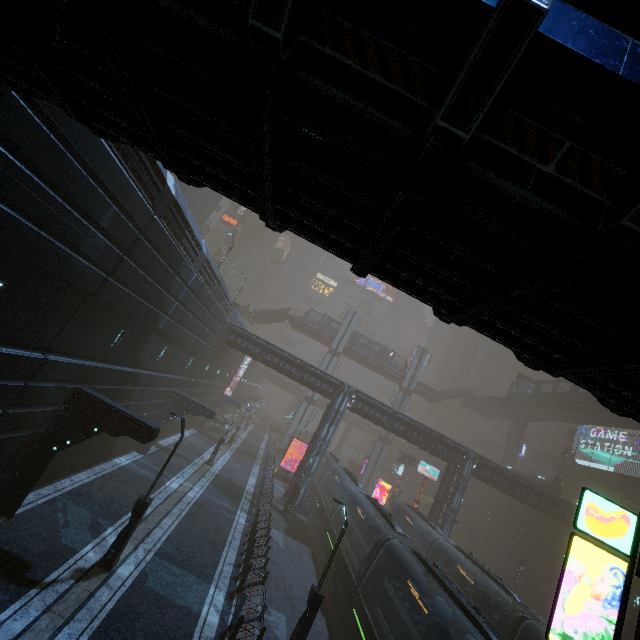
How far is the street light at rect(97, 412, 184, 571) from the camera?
11.6 meters

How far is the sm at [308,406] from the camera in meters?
51.0 m

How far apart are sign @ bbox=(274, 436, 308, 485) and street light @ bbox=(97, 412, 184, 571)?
24.97m

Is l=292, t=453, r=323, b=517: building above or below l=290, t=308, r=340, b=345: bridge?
below

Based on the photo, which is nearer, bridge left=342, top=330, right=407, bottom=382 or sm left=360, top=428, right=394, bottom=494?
sm left=360, top=428, right=394, bottom=494

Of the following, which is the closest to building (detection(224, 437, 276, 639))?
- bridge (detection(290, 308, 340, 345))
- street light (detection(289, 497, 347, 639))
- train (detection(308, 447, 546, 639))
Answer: street light (detection(289, 497, 347, 639))

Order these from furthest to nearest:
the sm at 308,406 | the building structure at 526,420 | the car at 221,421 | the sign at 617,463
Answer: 1. the sm at 308,406
2. the building structure at 526,420
3. the car at 221,421
4. the sign at 617,463

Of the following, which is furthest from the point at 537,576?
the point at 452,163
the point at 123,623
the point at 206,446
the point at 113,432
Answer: the point at 452,163
